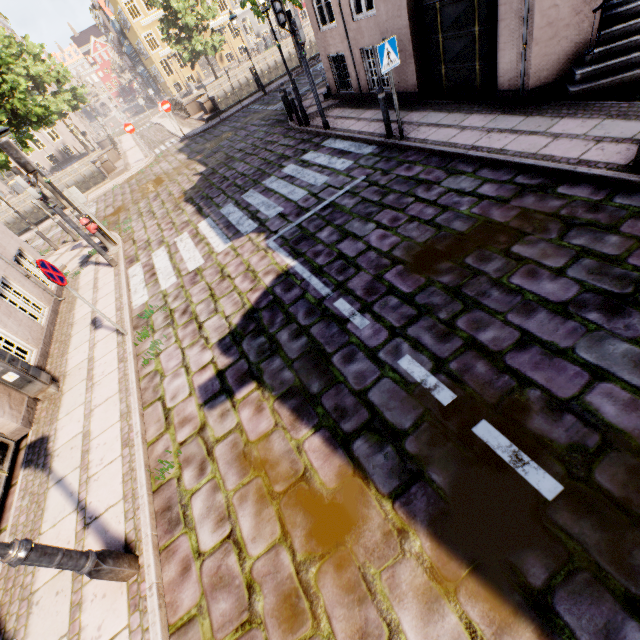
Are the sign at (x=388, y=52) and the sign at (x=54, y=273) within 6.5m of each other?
no

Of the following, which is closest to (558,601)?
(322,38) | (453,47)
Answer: (453,47)

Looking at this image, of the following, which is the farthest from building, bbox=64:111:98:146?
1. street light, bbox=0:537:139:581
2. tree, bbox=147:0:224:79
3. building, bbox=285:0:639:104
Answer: street light, bbox=0:537:139:581

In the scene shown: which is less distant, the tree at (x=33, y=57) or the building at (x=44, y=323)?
the building at (x=44, y=323)

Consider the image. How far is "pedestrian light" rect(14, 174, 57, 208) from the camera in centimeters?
731cm

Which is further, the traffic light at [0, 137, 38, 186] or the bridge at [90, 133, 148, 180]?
the bridge at [90, 133, 148, 180]

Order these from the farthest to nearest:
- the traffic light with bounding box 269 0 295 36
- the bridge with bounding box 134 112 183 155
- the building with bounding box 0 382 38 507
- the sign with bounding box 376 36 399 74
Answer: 1. the bridge with bounding box 134 112 183 155
2. the traffic light with bounding box 269 0 295 36
3. the sign with bounding box 376 36 399 74
4. the building with bounding box 0 382 38 507

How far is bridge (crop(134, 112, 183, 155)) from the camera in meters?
20.8
